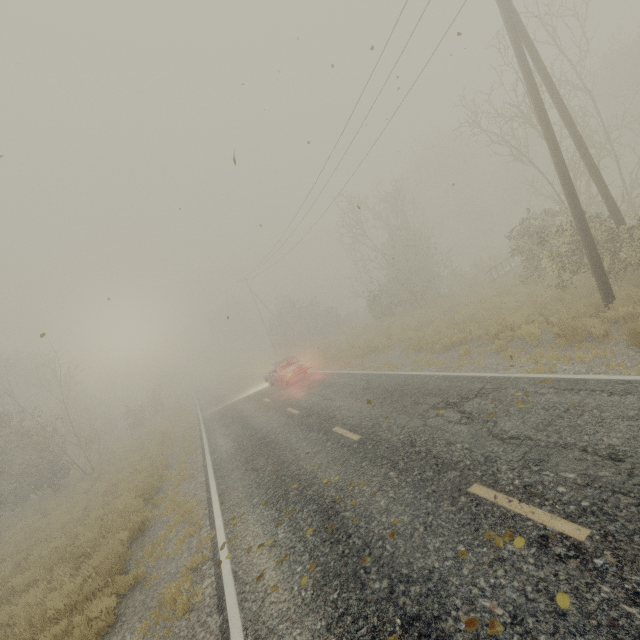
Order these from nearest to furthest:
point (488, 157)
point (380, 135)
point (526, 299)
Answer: point (526, 299) → point (380, 135) → point (488, 157)

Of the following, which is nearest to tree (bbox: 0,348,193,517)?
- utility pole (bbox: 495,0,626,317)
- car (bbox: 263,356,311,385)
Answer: car (bbox: 263,356,311,385)

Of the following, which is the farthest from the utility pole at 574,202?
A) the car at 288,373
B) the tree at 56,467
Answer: the tree at 56,467

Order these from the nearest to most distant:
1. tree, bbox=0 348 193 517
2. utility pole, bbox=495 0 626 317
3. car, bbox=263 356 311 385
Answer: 1. utility pole, bbox=495 0 626 317
2. car, bbox=263 356 311 385
3. tree, bbox=0 348 193 517

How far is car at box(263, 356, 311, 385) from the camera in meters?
18.6 m

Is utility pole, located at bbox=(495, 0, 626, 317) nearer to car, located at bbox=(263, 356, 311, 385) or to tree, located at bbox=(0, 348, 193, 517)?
car, located at bbox=(263, 356, 311, 385)

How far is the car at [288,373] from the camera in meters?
18.6 m

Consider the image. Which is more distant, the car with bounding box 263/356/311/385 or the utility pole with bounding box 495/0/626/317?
the car with bounding box 263/356/311/385
